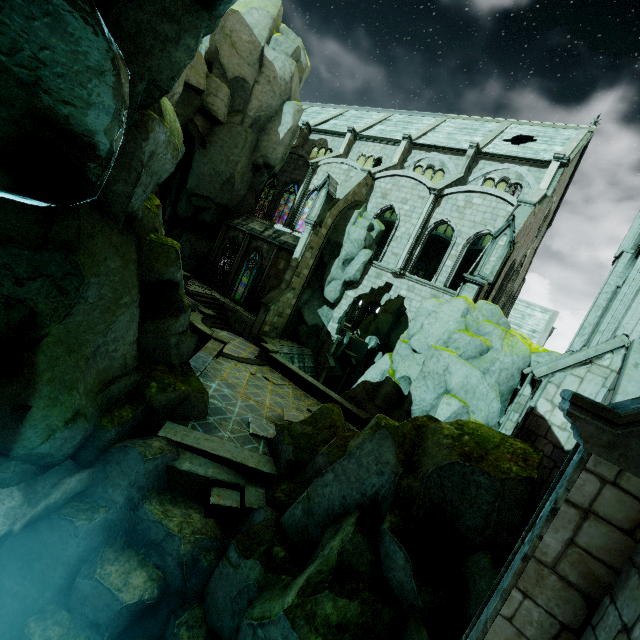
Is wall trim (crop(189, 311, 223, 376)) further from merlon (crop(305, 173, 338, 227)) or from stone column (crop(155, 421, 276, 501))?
merlon (crop(305, 173, 338, 227))

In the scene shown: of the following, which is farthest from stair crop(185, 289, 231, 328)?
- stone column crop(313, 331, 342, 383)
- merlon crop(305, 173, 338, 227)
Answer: merlon crop(305, 173, 338, 227)

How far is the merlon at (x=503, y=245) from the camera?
16.2m

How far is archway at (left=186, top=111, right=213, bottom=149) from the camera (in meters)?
23.95

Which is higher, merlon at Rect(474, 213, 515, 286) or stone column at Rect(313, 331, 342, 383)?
merlon at Rect(474, 213, 515, 286)

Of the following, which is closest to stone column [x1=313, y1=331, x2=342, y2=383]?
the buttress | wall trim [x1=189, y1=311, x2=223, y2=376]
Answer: the buttress

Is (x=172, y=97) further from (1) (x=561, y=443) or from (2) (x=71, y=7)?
(1) (x=561, y=443)

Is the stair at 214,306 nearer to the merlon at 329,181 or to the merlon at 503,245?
the merlon at 329,181
